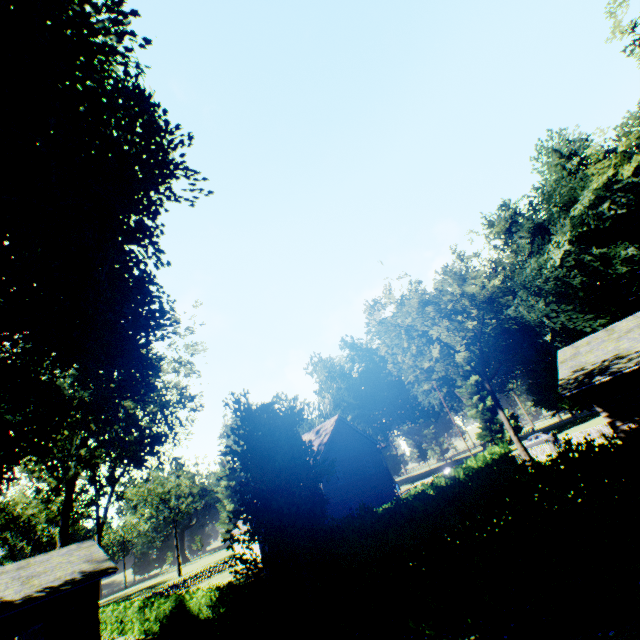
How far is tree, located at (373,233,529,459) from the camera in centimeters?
2956cm

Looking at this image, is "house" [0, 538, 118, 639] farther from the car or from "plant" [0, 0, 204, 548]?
the car

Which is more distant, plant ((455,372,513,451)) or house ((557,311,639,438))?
plant ((455,372,513,451))

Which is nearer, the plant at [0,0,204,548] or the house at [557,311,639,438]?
the plant at [0,0,204,548]

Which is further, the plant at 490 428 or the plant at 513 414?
the plant at 490 428

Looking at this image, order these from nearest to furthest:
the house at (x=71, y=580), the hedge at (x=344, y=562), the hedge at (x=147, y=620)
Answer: the hedge at (x=344, y=562) → the hedge at (x=147, y=620) → the house at (x=71, y=580)

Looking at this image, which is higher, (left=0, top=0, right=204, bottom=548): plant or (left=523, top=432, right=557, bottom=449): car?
(left=0, top=0, right=204, bottom=548): plant

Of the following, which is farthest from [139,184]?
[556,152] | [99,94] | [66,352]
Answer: [556,152]
